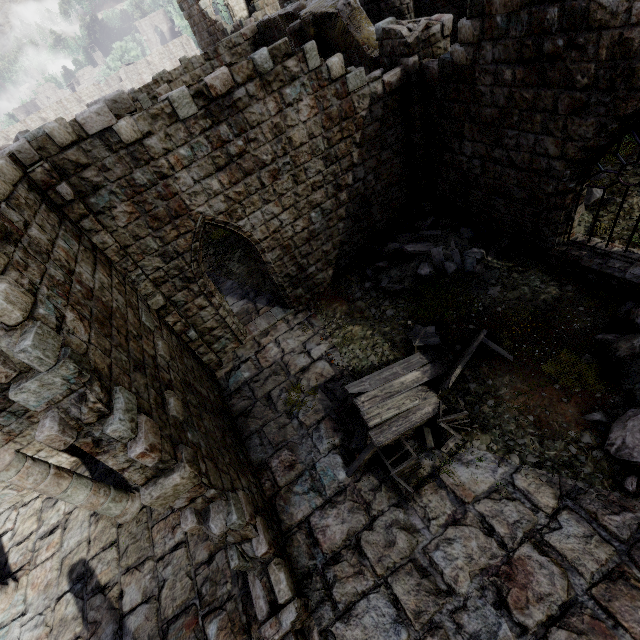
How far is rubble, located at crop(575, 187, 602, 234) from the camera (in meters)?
8.57

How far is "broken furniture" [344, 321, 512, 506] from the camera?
6.4 meters

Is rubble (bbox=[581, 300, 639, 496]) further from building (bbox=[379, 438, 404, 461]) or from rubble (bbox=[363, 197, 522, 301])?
rubble (bbox=[363, 197, 522, 301])

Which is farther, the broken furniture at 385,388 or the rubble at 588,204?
the rubble at 588,204

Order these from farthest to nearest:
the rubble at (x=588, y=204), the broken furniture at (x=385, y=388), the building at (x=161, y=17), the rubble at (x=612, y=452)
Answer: the building at (x=161, y=17) < the rubble at (x=588, y=204) < the broken furniture at (x=385, y=388) < the rubble at (x=612, y=452)

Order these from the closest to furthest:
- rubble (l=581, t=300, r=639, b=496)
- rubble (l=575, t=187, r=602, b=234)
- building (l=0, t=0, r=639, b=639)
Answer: building (l=0, t=0, r=639, b=639), rubble (l=581, t=300, r=639, b=496), rubble (l=575, t=187, r=602, b=234)

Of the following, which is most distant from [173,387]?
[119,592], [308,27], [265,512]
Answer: [308,27]
